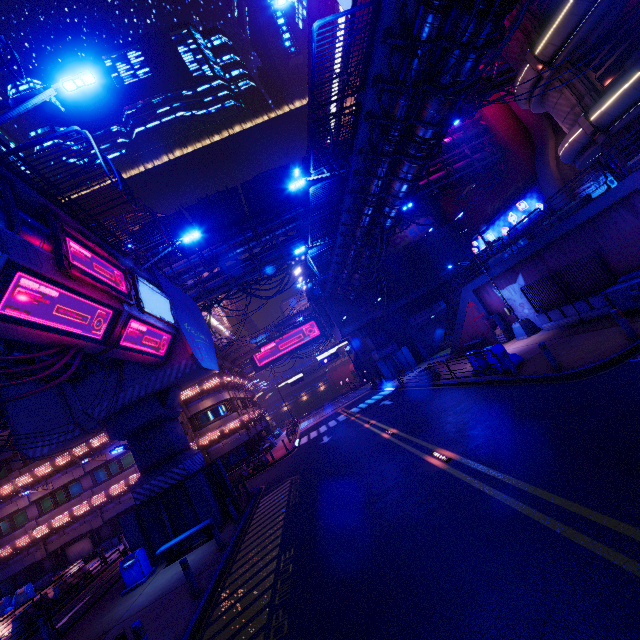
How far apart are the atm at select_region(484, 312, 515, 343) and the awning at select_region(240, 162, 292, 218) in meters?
18.1

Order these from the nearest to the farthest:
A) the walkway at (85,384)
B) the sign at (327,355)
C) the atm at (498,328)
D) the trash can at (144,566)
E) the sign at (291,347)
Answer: the trash can at (144,566)
the walkway at (85,384)
the atm at (498,328)
the sign at (327,355)
the sign at (291,347)

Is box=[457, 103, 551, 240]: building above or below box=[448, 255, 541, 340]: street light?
above

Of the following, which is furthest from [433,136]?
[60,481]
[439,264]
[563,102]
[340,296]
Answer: [60,481]

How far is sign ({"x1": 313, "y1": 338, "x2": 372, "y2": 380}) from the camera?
42.0 meters

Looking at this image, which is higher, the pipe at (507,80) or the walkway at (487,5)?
the pipe at (507,80)

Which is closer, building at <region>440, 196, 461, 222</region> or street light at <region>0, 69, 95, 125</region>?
street light at <region>0, 69, 95, 125</region>

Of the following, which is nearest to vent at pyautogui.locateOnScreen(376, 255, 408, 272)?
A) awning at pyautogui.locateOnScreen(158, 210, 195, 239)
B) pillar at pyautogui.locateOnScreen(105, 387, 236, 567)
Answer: awning at pyautogui.locateOnScreen(158, 210, 195, 239)
